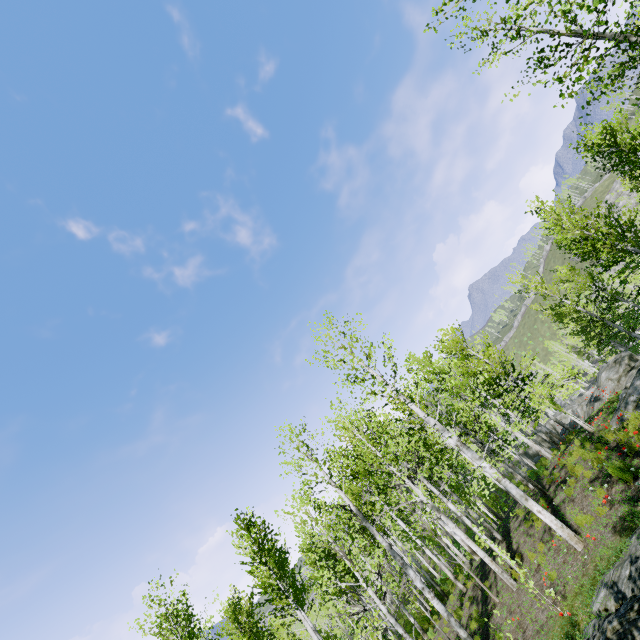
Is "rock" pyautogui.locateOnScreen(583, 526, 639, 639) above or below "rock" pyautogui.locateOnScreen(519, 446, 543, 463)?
above

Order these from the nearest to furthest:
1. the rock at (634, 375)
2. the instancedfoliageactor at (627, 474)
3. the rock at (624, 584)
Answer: the rock at (624, 584) < the instancedfoliageactor at (627, 474) < the rock at (634, 375)

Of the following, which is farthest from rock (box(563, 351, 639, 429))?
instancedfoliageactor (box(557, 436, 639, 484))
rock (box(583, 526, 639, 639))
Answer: rock (box(583, 526, 639, 639))

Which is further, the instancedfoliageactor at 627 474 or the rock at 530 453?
the rock at 530 453

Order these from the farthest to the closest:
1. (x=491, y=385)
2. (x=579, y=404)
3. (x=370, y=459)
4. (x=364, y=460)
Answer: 1. (x=579, y=404)
2. (x=370, y=459)
3. (x=491, y=385)
4. (x=364, y=460)

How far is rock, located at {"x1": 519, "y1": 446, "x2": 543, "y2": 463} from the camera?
36.0m

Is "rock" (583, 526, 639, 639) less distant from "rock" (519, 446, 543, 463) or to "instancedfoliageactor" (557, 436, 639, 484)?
"instancedfoliageactor" (557, 436, 639, 484)
